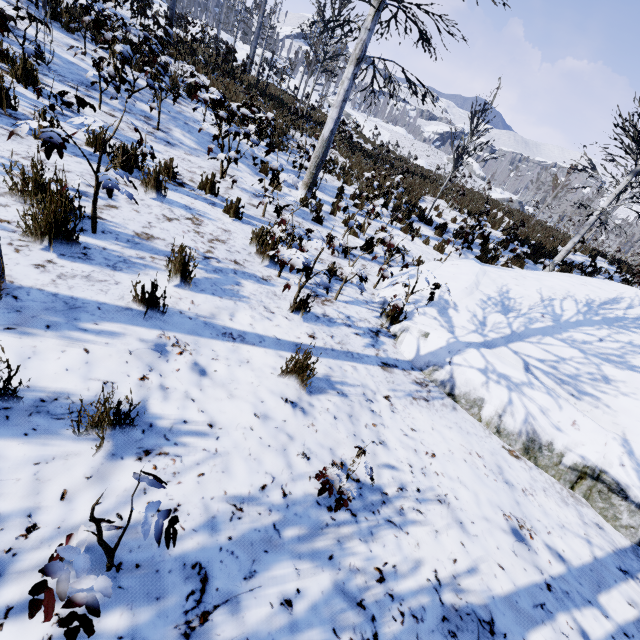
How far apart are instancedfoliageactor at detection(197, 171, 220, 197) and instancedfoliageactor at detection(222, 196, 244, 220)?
0.61m

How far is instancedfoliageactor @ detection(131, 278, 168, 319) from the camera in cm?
239

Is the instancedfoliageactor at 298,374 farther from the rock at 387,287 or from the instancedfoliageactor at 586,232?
the instancedfoliageactor at 586,232

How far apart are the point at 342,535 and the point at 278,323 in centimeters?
200cm

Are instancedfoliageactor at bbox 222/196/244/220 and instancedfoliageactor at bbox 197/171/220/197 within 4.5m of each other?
yes

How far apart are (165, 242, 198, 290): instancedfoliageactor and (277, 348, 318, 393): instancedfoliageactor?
1.20m

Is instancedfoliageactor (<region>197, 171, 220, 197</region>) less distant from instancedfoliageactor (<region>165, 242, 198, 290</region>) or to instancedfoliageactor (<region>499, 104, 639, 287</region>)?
instancedfoliageactor (<region>165, 242, 198, 290</region>)

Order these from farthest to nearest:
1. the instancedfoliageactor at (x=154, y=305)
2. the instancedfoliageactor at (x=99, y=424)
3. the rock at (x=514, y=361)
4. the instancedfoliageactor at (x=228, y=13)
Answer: the instancedfoliageactor at (x=228, y=13) < the rock at (x=514, y=361) < the instancedfoliageactor at (x=154, y=305) < the instancedfoliageactor at (x=99, y=424)
